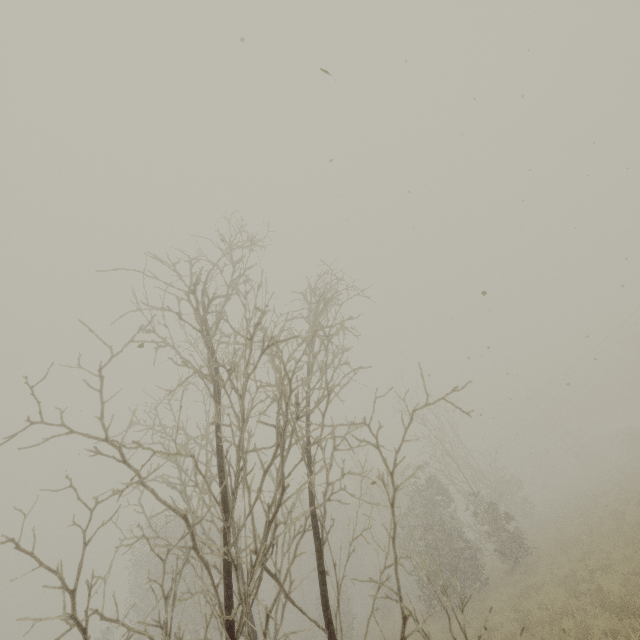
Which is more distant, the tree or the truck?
the truck

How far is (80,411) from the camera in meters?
10.8 m

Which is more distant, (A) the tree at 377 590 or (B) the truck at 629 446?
(B) the truck at 629 446
